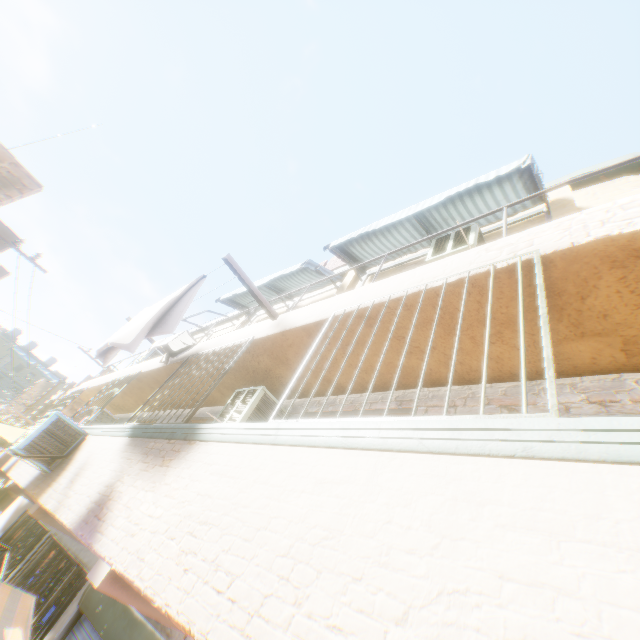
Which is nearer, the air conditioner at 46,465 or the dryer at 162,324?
the dryer at 162,324

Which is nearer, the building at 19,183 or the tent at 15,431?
the building at 19,183

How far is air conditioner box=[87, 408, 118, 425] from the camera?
10.84m

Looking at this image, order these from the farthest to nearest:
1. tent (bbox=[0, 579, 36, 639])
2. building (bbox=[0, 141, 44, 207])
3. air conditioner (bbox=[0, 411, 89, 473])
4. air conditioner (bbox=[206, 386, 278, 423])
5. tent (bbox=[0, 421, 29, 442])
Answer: tent (bbox=[0, 421, 29, 442]), building (bbox=[0, 141, 44, 207]), air conditioner (bbox=[0, 411, 89, 473]), air conditioner (bbox=[206, 386, 278, 423]), tent (bbox=[0, 579, 36, 639])

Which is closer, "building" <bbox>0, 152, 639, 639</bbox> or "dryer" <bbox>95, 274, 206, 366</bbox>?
"building" <bbox>0, 152, 639, 639</bbox>

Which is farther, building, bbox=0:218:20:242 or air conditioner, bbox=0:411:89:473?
building, bbox=0:218:20:242

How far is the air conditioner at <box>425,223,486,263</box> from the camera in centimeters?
507cm

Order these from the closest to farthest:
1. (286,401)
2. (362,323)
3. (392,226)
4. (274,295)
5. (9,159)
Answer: (362,323)
(286,401)
(392,226)
(9,159)
(274,295)
